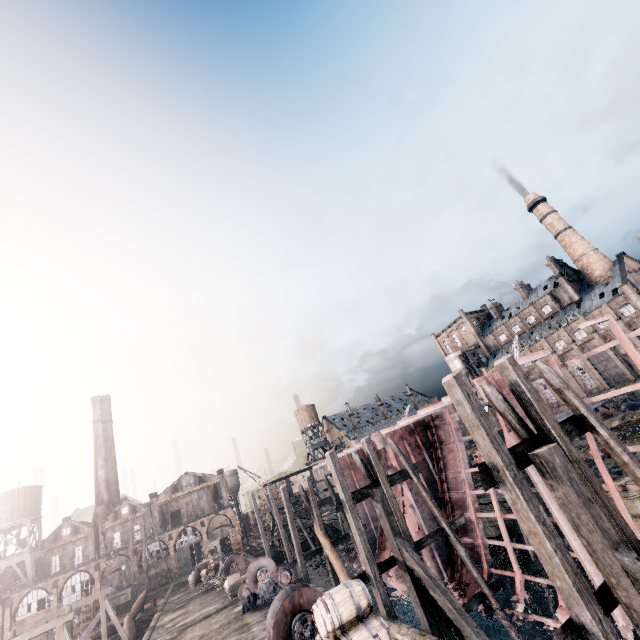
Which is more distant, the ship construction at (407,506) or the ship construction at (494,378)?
the ship construction at (407,506)

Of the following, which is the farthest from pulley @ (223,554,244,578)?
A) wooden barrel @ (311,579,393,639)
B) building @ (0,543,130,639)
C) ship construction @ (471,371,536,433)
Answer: building @ (0,543,130,639)

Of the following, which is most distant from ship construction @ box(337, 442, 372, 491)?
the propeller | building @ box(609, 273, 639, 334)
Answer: Answer: building @ box(609, 273, 639, 334)

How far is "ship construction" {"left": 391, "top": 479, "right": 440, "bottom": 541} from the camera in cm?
1944

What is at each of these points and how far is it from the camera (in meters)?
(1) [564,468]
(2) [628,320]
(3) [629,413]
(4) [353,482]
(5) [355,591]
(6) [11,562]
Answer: (1) wooden brace, 6.81
(2) building, 57.88
(3) stone debris, 27.66
(4) ship construction, 29.14
(5) wooden barrel, 8.99
(6) water tower, 57.00

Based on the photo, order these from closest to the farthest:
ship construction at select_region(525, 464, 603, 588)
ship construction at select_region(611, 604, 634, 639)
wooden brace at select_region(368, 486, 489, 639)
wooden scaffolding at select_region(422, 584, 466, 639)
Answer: ship construction at select_region(611, 604, 634, 639) → ship construction at select_region(525, 464, 603, 588) → wooden brace at select_region(368, 486, 489, 639) → wooden scaffolding at select_region(422, 584, 466, 639)

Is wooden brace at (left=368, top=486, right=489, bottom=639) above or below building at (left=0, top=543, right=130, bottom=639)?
below

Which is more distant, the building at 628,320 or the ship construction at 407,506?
the building at 628,320
